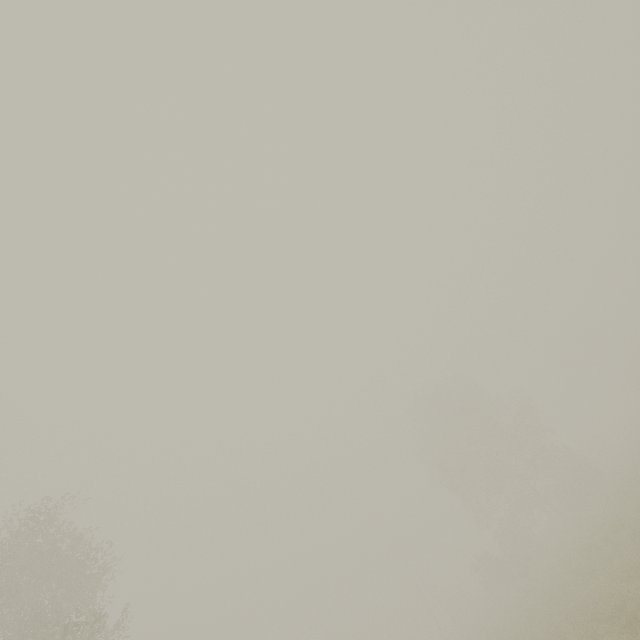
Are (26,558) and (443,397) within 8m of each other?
no
